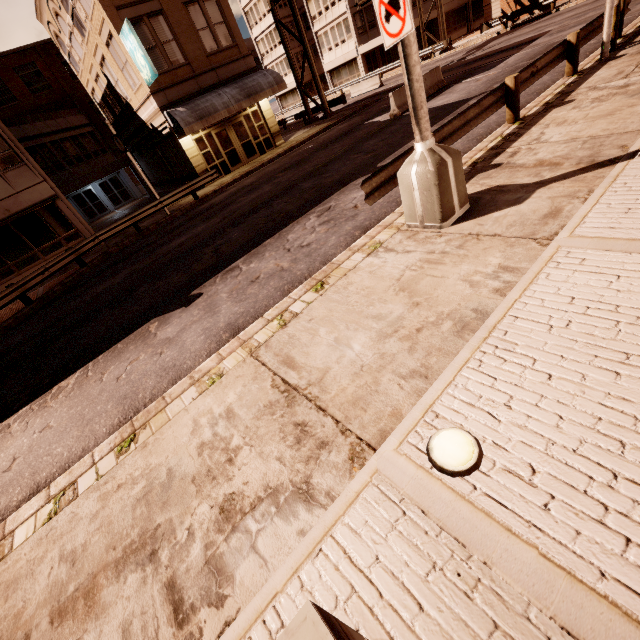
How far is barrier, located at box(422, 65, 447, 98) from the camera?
16.17m

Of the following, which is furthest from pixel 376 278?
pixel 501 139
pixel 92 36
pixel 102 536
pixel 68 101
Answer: pixel 68 101

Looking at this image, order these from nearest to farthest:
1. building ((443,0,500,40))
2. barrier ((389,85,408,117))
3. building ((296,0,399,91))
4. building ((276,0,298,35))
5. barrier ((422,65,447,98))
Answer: barrier ((389,85,408,117)) → barrier ((422,65,447,98)) → building ((443,0,500,40)) → building ((296,0,399,91)) → building ((276,0,298,35))

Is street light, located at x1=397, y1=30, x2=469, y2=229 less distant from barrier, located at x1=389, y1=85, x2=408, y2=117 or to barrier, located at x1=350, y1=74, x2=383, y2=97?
barrier, located at x1=389, y1=85, x2=408, y2=117

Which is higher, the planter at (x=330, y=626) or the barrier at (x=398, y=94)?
the planter at (x=330, y=626)

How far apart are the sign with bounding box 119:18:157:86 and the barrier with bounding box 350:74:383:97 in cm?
2163

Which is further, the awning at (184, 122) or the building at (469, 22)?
the building at (469, 22)

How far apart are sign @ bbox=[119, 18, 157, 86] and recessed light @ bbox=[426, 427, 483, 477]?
21.2 meters
